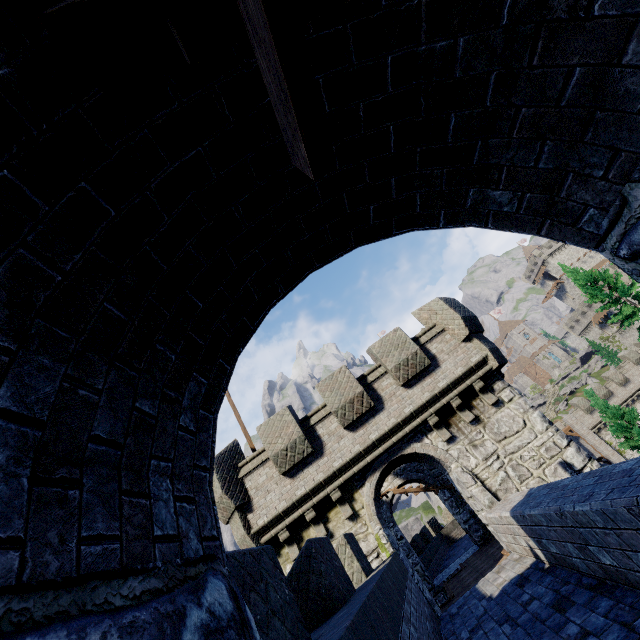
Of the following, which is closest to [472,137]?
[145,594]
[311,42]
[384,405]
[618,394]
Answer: [311,42]

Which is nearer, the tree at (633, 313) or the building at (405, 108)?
the building at (405, 108)

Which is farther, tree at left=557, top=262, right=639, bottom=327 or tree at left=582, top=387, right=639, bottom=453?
tree at left=557, top=262, right=639, bottom=327

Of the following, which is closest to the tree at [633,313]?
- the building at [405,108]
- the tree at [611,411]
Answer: the tree at [611,411]

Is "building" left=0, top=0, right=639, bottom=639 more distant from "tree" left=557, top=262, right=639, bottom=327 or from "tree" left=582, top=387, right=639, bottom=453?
"tree" left=557, top=262, right=639, bottom=327

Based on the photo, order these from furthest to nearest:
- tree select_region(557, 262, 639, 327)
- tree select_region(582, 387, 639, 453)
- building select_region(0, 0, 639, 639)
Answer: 1. tree select_region(557, 262, 639, 327)
2. tree select_region(582, 387, 639, 453)
3. building select_region(0, 0, 639, 639)

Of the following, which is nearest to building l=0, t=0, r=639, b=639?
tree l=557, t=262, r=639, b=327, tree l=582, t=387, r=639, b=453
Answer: tree l=582, t=387, r=639, b=453
